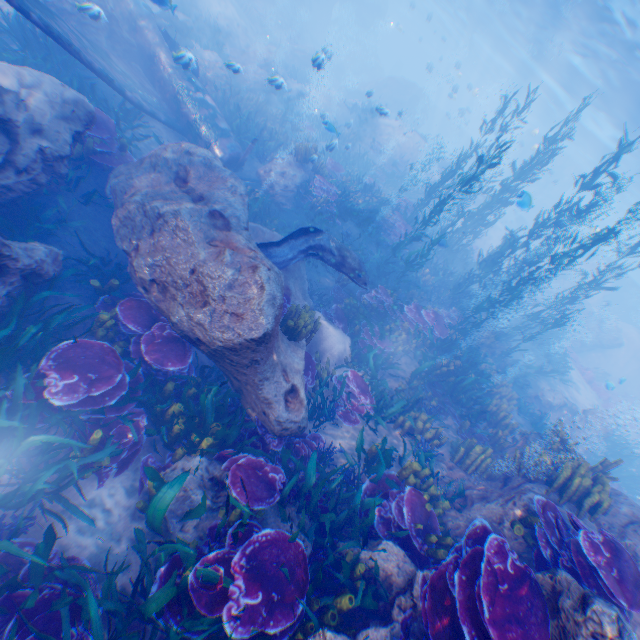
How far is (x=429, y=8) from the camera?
42.3 meters

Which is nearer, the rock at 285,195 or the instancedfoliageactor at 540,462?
the instancedfoliageactor at 540,462

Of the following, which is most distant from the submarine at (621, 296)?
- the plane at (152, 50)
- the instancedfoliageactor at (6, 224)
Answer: the instancedfoliageactor at (6, 224)

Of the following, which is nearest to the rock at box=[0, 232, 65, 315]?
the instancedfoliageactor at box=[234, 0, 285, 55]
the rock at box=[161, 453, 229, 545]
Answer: the instancedfoliageactor at box=[234, 0, 285, 55]

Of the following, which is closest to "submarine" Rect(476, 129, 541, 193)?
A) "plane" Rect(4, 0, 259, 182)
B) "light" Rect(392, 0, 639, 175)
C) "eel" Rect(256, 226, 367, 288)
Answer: "light" Rect(392, 0, 639, 175)

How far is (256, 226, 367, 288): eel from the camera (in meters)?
7.70

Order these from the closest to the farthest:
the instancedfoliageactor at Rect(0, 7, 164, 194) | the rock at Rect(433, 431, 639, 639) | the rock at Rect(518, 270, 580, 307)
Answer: the rock at Rect(433, 431, 639, 639)
the instancedfoliageactor at Rect(0, 7, 164, 194)
the rock at Rect(518, 270, 580, 307)

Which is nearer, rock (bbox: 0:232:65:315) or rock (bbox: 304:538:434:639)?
rock (bbox: 304:538:434:639)
